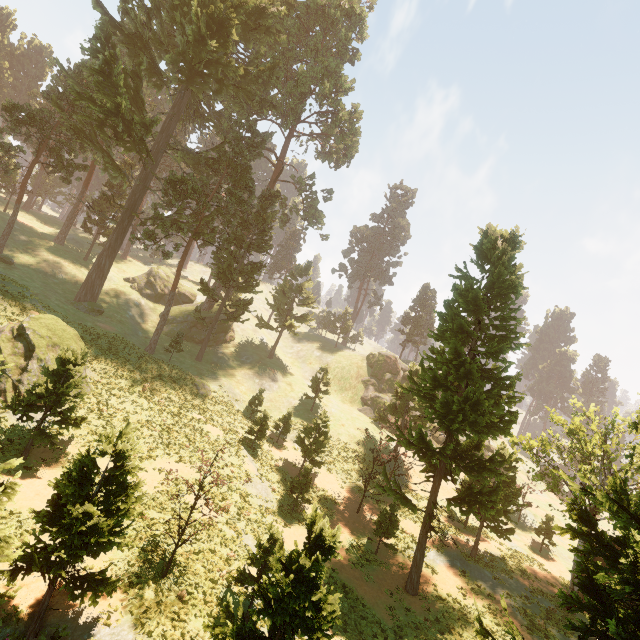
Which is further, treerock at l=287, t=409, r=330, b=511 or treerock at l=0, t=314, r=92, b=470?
treerock at l=287, t=409, r=330, b=511

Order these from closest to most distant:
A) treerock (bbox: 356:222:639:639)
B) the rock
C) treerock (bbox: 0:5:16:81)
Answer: treerock (bbox: 356:222:639:639)
the rock
treerock (bbox: 0:5:16:81)

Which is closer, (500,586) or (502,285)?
(502,285)

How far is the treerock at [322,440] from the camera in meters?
23.5

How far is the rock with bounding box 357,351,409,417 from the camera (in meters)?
49.75

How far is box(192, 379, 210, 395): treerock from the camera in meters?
33.4
